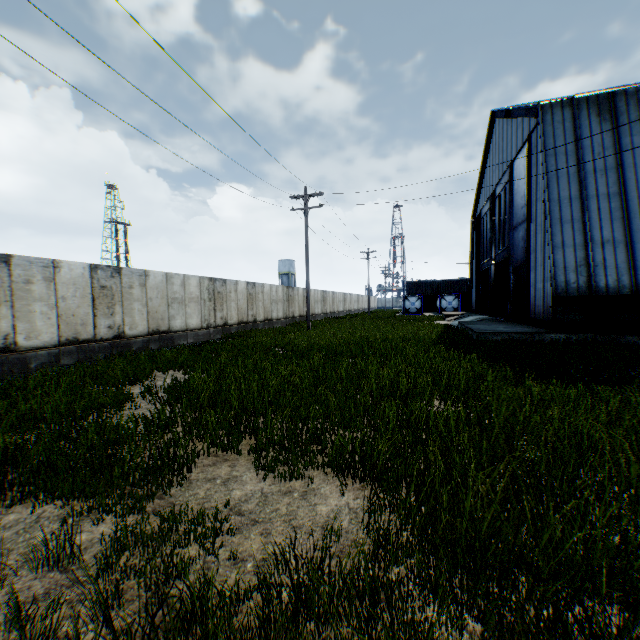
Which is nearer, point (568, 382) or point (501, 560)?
point (501, 560)

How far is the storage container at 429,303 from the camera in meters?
56.7

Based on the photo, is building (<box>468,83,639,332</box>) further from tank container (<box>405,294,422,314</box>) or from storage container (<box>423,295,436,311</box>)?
storage container (<box>423,295,436,311</box>)

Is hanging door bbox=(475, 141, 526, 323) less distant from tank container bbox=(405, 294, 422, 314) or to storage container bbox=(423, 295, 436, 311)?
tank container bbox=(405, 294, 422, 314)

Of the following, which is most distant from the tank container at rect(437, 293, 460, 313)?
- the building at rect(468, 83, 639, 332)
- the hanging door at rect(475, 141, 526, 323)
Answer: the hanging door at rect(475, 141, 526, 323)

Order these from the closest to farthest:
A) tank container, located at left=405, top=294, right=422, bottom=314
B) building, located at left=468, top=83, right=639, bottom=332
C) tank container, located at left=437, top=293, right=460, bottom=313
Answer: building, located at left=468, top=83, right=639, bottom=332, tank container, located at left=437, top=293, right=460, bottom=313, tank container, located at left=405, top=294, right=422, bottom=314

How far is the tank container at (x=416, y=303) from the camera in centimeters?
4781cm

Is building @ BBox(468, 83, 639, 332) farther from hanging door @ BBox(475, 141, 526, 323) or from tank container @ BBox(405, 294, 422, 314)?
tank container @ BBox(405, 294, 422, 314)
